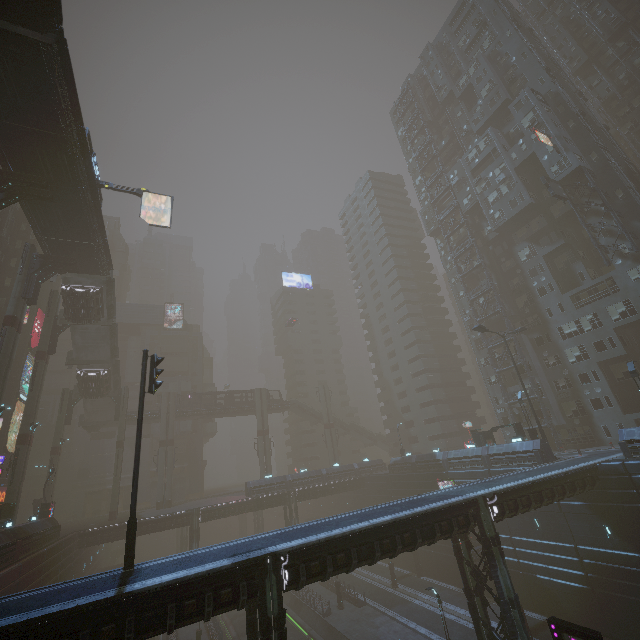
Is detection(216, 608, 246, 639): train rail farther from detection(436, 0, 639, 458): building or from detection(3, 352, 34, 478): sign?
detection(3, 352, 34, 478): sign

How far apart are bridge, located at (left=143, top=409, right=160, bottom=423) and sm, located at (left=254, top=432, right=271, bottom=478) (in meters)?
15.72

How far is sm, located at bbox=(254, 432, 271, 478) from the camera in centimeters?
5753cm

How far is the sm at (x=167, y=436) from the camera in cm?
4997

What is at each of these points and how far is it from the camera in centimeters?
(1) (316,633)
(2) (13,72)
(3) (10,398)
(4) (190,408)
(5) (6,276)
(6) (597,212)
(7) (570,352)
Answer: (1) train rail, 3219cm
(2) bridge, 1853cm
(3) building, 4344cm
(4) bridge, 5884cm
(5) building, 4106cm
(6) building, 3794cm
(7) building, 3988cm

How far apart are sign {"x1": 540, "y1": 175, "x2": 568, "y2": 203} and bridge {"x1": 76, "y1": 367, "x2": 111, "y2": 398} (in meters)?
61.40

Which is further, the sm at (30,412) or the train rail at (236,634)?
the train rail at (236,634)

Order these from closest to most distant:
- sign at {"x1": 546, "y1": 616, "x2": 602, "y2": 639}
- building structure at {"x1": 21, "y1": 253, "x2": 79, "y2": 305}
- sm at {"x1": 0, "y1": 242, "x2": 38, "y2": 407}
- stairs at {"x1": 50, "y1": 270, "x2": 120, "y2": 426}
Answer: sign at {"x1": 546, "y1": 616, "x2": 602, "y2": 639} < sm at {"x1": 0, "y1": 242, "x2": 38, "y2": 407} < building structure at {"x1": 21, "y1": 253, "x2": 79, "y2": 305} < stairs at {"x1": 50, "y1": 270, "x2": 120, "y2": 426}
